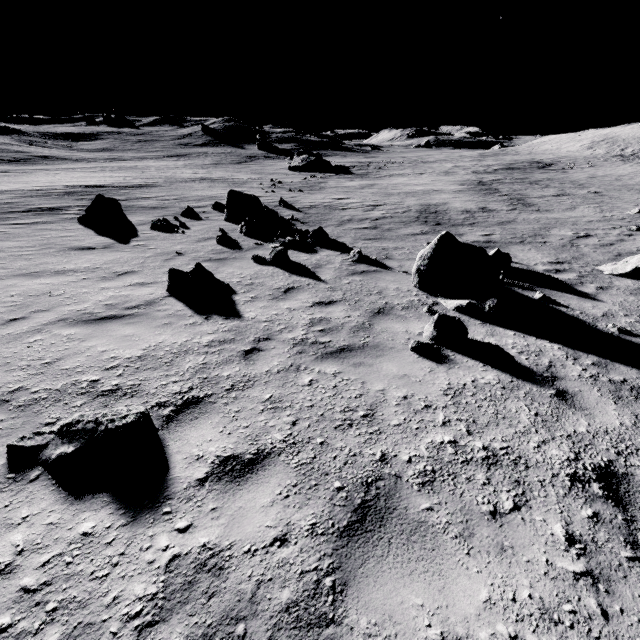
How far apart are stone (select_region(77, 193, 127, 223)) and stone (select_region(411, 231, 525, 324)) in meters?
12.6 m

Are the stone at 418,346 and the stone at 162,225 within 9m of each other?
no

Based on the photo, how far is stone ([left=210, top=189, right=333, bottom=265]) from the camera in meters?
8.8 m

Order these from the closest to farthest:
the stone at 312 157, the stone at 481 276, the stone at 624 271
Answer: the stone at 481 276, the stone at 624 271, the stone at 312 157

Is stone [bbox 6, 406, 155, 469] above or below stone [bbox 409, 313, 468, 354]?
above

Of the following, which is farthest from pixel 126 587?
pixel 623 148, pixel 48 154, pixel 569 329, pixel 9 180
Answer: pixel 623 148

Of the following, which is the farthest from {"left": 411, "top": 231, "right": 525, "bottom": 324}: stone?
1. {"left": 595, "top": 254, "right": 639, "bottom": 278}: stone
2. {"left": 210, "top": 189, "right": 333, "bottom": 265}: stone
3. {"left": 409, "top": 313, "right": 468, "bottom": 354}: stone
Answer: {"left": 210, "top": 189, "right": 333, "bottom": 265}: stone

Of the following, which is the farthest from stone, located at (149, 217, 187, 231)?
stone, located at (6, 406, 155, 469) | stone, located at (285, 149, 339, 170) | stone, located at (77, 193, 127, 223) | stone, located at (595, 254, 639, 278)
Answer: stone, located at (285, 149, 339, 170)
